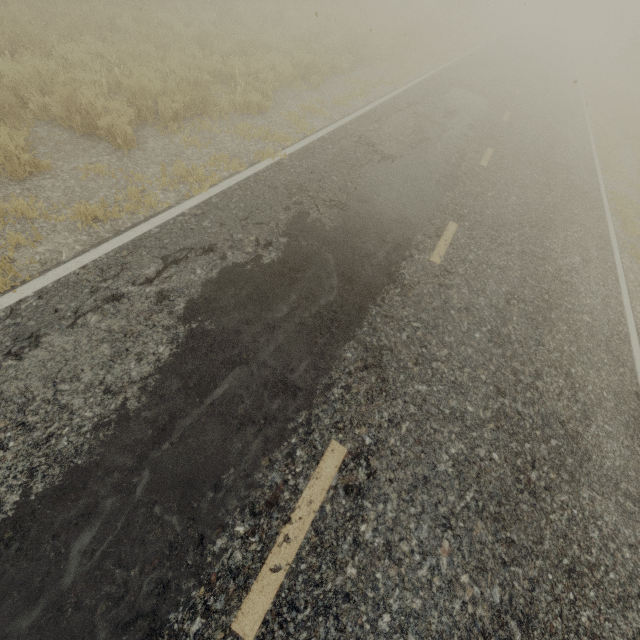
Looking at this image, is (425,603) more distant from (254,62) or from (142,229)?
→ (254,62)
